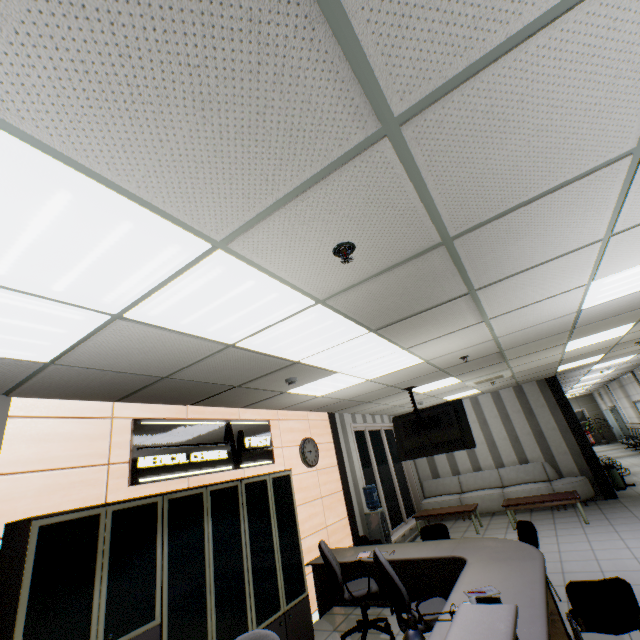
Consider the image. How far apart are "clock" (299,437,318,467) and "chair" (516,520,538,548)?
3.29m

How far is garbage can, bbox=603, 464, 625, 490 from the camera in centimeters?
899cm

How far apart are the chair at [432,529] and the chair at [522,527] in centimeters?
68cm

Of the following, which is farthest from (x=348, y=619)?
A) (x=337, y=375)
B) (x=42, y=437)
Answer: (x=42, y=437)

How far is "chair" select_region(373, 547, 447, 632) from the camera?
3.20m

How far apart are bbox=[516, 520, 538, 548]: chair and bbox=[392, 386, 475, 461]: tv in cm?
117

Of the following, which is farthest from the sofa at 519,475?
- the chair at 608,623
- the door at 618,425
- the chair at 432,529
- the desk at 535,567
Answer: the door at 618,425

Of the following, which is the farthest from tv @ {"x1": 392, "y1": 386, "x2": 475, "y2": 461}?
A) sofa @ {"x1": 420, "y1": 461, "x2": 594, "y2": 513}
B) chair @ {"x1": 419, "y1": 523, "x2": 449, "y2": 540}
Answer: sofa @ {"x1": 420, "y1": 461, "x2": 594, "y2": 513}
